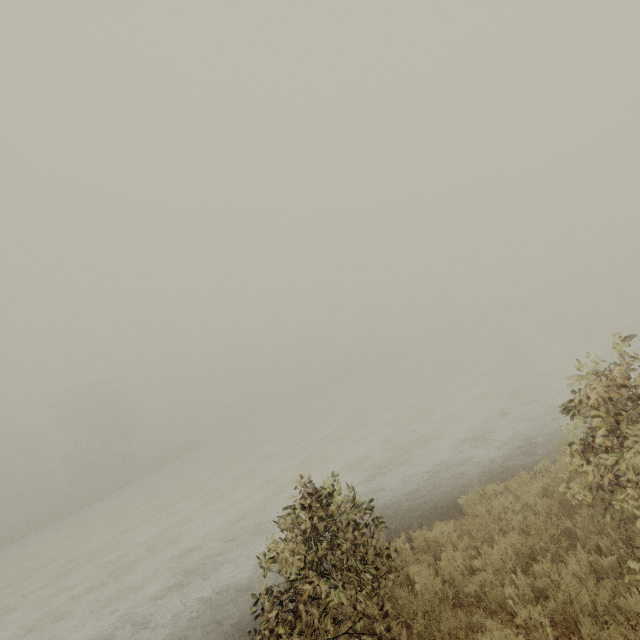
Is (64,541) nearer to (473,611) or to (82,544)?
(82,544)
